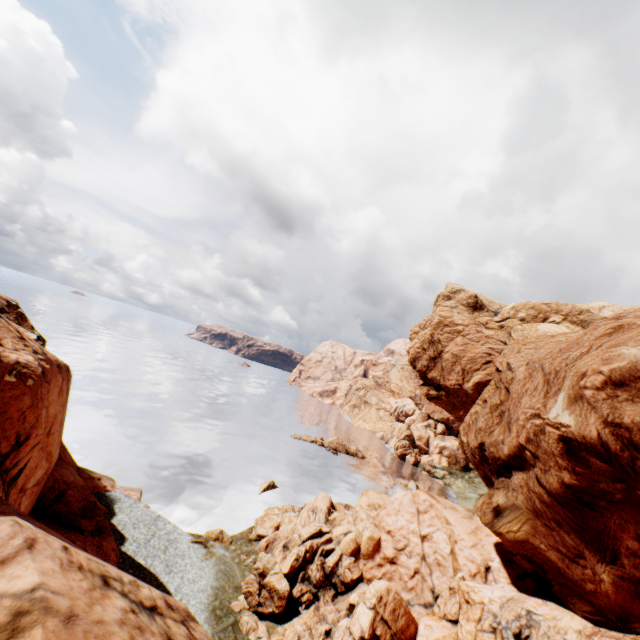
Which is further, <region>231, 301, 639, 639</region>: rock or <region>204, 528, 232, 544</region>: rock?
<region>204, 528, 232, 544</region>: rock

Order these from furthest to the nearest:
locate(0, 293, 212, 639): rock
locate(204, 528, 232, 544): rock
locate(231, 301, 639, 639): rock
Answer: locate(204, 528, 232, 544): rock, locate(231, 301, 639, 639): rock, locate(0, 293, 212, 639): rock

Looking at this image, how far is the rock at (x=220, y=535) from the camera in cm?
2950

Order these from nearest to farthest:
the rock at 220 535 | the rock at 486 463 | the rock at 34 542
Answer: the rock at 34 542 < the rock at 486 463 < the rock at 220 535

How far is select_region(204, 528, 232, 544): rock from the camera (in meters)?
29.50

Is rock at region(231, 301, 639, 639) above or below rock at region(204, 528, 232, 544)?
above

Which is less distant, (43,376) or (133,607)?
(133,607)
